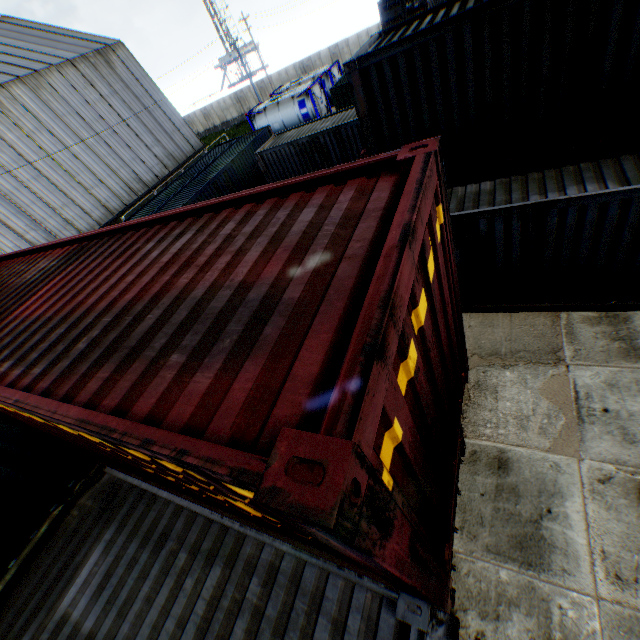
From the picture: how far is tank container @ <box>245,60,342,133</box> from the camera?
27.0m

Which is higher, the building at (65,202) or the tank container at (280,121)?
the building at (65,202)

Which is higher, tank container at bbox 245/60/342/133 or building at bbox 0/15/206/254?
building at bbox 0/15/206/254

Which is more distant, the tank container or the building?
the tank container

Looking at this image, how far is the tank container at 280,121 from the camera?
27.0m

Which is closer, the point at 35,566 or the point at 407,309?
the point at 407,309
